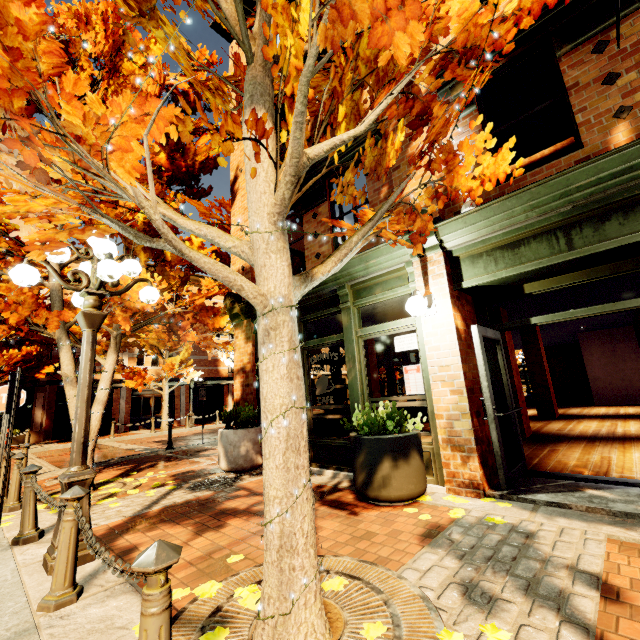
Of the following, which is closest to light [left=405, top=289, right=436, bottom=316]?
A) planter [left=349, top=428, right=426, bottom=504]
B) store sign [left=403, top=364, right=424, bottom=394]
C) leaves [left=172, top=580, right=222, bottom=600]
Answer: store sign [left=403, top=364, right=424, bottom=394]

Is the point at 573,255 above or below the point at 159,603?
above

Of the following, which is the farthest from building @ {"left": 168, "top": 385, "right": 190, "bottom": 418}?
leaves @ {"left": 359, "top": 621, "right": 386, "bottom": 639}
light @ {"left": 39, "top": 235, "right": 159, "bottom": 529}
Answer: leaves @ {"left": 359, "top": 621, "right": 386, "bottom": 639}

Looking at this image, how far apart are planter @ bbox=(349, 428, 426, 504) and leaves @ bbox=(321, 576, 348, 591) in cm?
162

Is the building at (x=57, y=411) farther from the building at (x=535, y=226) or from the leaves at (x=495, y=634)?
the leaves at (x=495, y=634)

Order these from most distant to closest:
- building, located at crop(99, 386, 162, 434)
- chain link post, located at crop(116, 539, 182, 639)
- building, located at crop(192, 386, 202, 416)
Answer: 1. building, located at crop(192, 386, 202, 416)
2. building, located at crop(99, 386, 162, 434)
3. chain link post, located at crop(116, 539, 182, 639)

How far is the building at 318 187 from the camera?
5.41m

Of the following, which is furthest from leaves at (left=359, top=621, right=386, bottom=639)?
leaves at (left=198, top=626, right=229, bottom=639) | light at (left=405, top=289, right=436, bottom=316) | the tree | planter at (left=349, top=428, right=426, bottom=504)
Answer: light at (left=405, top=289, right=436, bottom=316)
